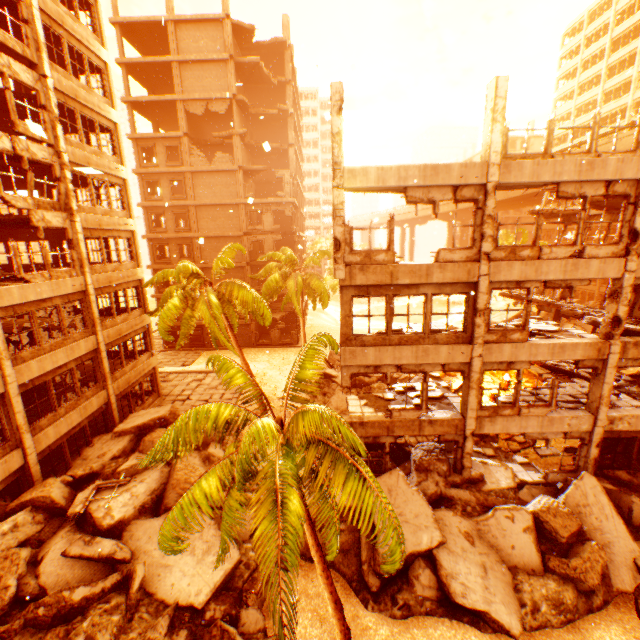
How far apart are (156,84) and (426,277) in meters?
38.0

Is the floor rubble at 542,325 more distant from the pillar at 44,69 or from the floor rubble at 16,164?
the pillar at 44,69

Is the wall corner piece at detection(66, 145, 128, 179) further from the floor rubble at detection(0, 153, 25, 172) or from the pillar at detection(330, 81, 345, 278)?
the pillar at detection(330, 81, 345, 278)

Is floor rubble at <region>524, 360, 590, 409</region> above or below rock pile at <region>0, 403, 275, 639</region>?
above

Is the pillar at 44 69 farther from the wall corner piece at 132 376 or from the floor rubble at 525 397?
the floor rubble at 525 397

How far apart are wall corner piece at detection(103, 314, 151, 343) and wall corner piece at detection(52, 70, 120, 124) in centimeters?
1122cm

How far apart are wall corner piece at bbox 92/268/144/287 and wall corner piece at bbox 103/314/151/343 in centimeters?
224cm

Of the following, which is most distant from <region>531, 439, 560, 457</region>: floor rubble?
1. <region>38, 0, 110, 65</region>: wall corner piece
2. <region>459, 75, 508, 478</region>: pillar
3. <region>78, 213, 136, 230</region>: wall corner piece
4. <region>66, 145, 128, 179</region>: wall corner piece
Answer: <region>38, 0, 110, 65</region>: wall corner piece
